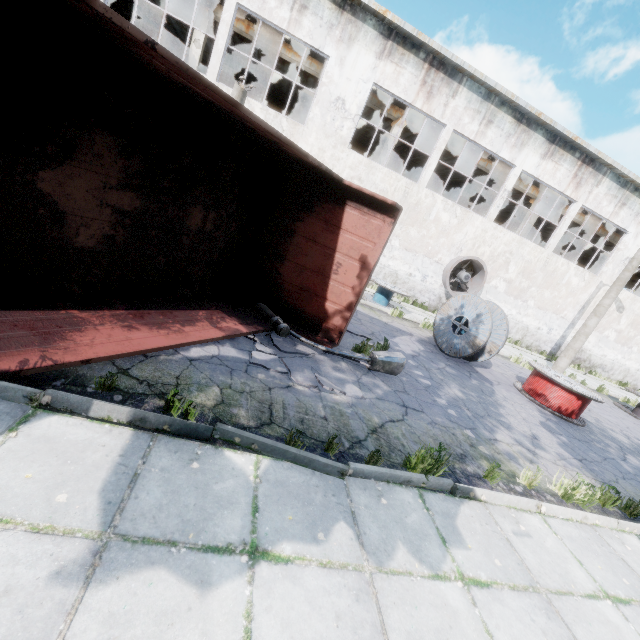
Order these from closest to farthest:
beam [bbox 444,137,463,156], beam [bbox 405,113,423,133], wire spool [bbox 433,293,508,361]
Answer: wire spool [bbox 433,293,508,361], beam [bbox 405,113,423,133], beam [bbox 444,137,463,156]

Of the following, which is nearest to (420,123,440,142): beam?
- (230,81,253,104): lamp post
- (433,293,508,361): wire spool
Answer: (230,81,253,104): lamp post

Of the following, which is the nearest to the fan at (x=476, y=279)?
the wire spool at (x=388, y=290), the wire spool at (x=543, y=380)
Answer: the wire spool at (x=388, y=290)

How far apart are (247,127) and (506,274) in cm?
1698

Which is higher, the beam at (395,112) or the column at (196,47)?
the beam at (395,112)

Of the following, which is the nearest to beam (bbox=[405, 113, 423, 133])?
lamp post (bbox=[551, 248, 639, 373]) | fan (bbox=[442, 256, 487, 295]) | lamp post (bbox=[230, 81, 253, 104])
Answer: fan (bbox=[442, 256, 487, 295])

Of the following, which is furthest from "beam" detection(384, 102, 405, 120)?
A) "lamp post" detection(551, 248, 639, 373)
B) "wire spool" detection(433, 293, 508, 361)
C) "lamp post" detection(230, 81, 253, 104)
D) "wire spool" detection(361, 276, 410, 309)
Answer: "wire spool" detection(433, 293, 508, 361)

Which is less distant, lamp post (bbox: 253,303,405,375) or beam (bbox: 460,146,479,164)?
lamp post (bbox: 253,303,405,375)
